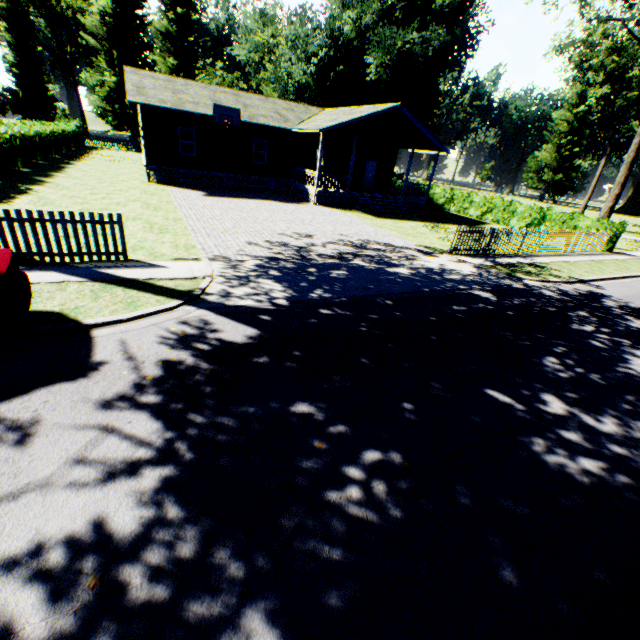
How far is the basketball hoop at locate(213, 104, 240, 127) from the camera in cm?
1992

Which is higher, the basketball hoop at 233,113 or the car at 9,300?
the basketball hoop at 233,113

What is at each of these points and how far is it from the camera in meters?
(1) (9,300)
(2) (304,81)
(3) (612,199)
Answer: (1) car, 4.6 m
(2) plant, 37.4 m
(3) tree, 21.4 m

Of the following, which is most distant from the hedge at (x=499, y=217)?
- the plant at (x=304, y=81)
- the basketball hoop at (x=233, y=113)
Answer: the plant at (x=304, y=81)

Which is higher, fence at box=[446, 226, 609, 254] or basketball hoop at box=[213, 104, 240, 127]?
basketball hoop at box=[213, 104, 240, 127]

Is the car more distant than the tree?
No

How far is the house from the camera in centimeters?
2050cm

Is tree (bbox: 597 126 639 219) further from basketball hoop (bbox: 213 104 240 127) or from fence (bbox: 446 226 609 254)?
basketball hoop (bbox: 213 104 240 127)
